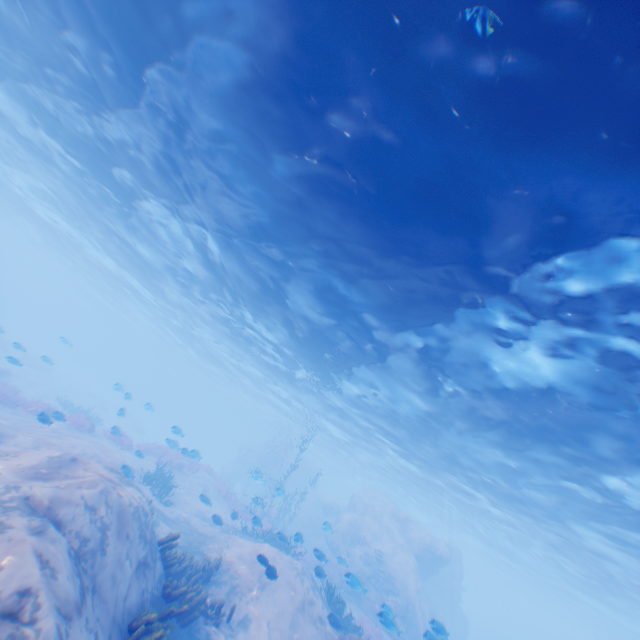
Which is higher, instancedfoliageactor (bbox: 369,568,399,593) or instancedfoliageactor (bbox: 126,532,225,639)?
instancedfoliageactor (bbox: 369,568,399,593)

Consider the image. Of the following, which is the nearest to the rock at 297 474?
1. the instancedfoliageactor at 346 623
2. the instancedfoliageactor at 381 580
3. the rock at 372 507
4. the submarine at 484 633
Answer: the rock at 372 507

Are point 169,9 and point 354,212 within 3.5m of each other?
no

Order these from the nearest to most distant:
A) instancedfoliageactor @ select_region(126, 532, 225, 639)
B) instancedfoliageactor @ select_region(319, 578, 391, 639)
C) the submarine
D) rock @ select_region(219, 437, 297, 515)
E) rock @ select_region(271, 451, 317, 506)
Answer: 1. instancedfoliageactor @ select_region(126, 532, 225, 639)
2. instancedfoliageactor @ select_region(319, 578, 391, 639)
3. rock @ select_region(219, 437, 297, 515)
4. rock @ select_region(271, 451, 317, 506)
5. the submarine

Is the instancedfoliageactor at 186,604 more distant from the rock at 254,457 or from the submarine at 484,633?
the submarine at 484,633

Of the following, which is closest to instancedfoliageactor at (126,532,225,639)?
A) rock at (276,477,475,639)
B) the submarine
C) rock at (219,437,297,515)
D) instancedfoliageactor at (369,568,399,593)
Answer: rock at (276,477,475,639)

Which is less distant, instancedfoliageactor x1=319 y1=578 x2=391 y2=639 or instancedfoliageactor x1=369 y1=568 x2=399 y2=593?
instancedfoliageactor x1=319 y1=578 x2=391 y2=639

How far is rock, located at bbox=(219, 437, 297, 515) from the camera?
37.06m
